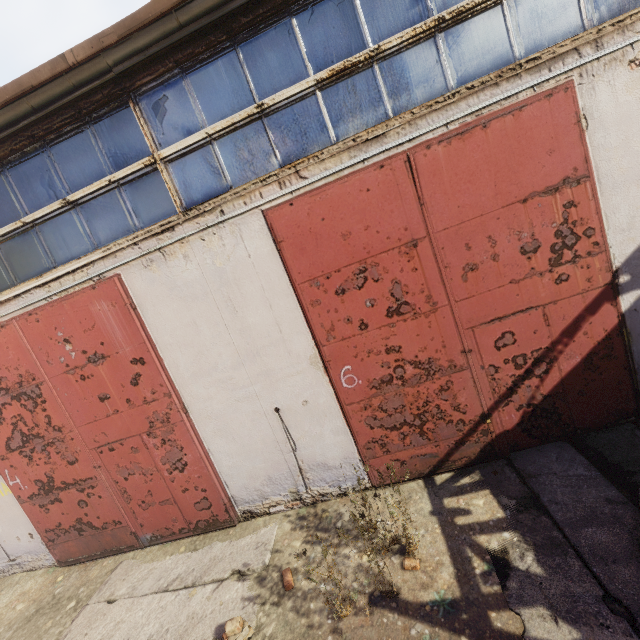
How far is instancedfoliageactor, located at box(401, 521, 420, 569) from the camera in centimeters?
353cm

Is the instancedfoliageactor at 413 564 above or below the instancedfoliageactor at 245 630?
below

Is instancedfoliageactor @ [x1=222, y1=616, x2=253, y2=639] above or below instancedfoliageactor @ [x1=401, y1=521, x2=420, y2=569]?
above

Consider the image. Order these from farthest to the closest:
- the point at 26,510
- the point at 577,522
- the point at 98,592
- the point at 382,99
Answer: the point at 26,510 < the point at 98,592 < the point at 382,99 < the point at 577,522

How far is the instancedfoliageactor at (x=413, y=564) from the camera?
3.5m
